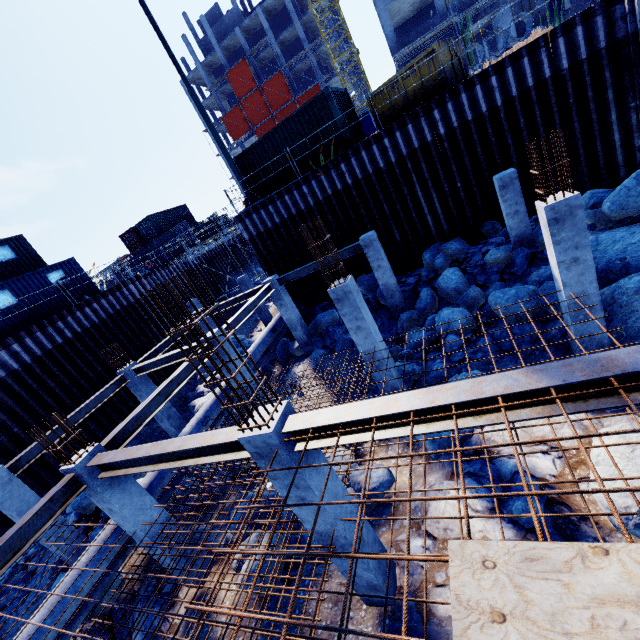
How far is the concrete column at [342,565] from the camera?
5.2m

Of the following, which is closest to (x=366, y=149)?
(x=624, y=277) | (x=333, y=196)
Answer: (x=333, y=196)

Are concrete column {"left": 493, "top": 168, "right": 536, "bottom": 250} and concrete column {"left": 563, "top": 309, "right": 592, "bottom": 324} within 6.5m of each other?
yes

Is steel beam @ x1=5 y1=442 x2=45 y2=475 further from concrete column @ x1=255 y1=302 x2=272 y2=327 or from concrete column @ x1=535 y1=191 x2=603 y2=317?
concrete column @ x1=535 y1=191 x2=603 y2=317

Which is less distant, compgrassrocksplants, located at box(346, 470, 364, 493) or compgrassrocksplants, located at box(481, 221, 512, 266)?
compgrassrocksplants, located at box(346, 470, 364, 493)

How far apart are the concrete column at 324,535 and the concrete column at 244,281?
17.1m

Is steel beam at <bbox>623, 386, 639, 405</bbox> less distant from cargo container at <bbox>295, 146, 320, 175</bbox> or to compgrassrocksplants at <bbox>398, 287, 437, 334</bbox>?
compgrassrocksplants at <bbox>398, 287, 437, 334</bbox>

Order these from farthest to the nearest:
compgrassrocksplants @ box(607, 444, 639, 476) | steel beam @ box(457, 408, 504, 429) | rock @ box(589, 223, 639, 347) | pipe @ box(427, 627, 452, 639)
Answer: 1. rock @ box(589, 223, 639, 347)
2. compgrassrocksplants @ box(607, 444, 639, 476)
3. pipe @ box(427, 627, 452, 639)
4. steel beam @ box(457, 408, 504, 429)
